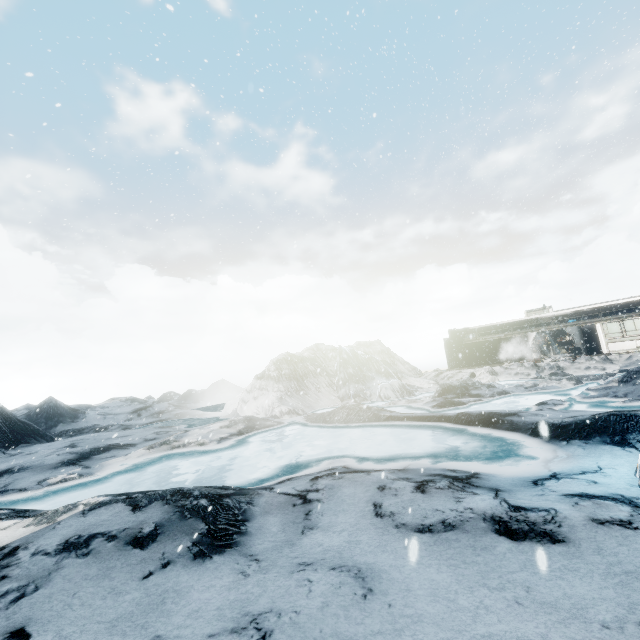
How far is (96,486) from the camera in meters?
12.7 m
